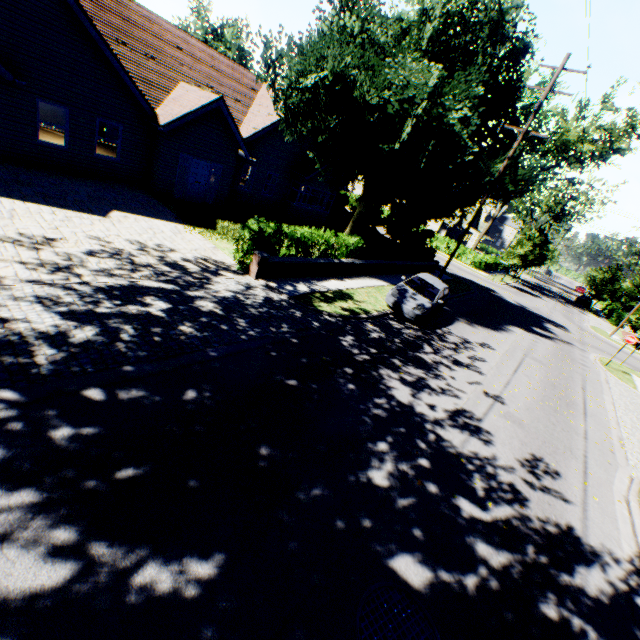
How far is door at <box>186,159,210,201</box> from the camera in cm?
1702

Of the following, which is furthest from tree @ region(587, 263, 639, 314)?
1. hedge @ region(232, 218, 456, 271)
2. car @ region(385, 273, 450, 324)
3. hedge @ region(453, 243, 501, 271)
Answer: car @ region(385, 273, 450, 324)

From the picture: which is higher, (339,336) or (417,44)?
(417,44)

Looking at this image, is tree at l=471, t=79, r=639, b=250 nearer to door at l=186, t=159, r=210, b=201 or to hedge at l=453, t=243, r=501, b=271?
hedge at l=453, t=243, r=501, b=271

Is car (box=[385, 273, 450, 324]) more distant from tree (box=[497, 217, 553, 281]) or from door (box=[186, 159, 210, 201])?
door (box=[186, 159, 210, 201])

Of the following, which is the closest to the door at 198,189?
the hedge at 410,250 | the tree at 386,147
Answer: the tree at 386,147

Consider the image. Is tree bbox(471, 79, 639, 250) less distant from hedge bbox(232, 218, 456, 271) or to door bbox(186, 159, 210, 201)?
hedge bbox(232, 218, 456, 271)

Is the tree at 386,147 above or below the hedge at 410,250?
above
